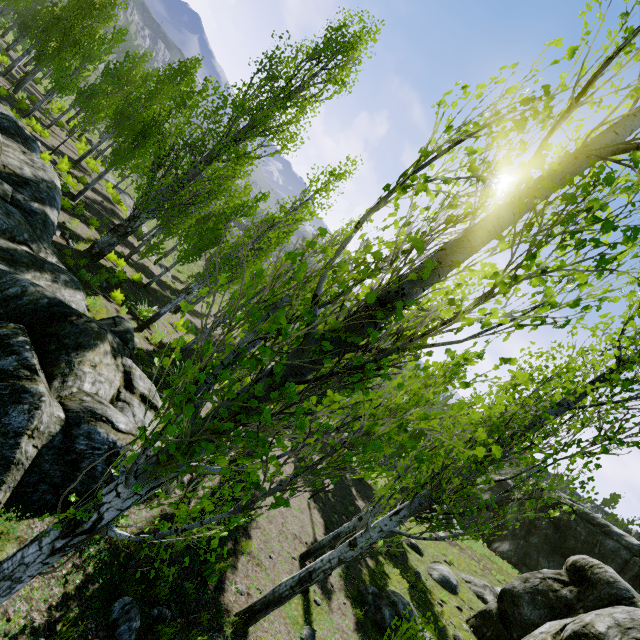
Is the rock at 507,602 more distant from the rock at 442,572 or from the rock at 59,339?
the rock at 59,339

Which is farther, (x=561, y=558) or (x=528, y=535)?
(x=528, y=535)

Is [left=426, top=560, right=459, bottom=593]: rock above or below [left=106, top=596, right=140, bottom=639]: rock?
above

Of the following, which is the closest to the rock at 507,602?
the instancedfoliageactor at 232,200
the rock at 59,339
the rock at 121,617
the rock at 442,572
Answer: the instancedfoliageactor at 232,200

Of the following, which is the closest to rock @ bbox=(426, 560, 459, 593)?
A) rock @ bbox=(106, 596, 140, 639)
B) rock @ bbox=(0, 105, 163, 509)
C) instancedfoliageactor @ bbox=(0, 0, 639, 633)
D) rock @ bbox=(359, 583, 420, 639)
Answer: rock @ bbox=(359, 583, 420, 639)

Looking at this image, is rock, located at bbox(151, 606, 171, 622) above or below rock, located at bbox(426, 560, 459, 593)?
below

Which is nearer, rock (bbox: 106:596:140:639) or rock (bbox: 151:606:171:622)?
rock (bbox: 106:596:140:639)

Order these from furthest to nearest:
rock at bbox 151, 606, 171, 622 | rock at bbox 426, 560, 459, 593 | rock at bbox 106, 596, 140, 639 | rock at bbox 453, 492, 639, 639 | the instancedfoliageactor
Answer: rock at bbox 426, 560, 459, 593 → rock at bbox 453, 492, 639, 639 → rock at bbox 151, 606, 171, 622 → rock at bbox 106, 596, 140, 639 → the instancedfoliageactor
